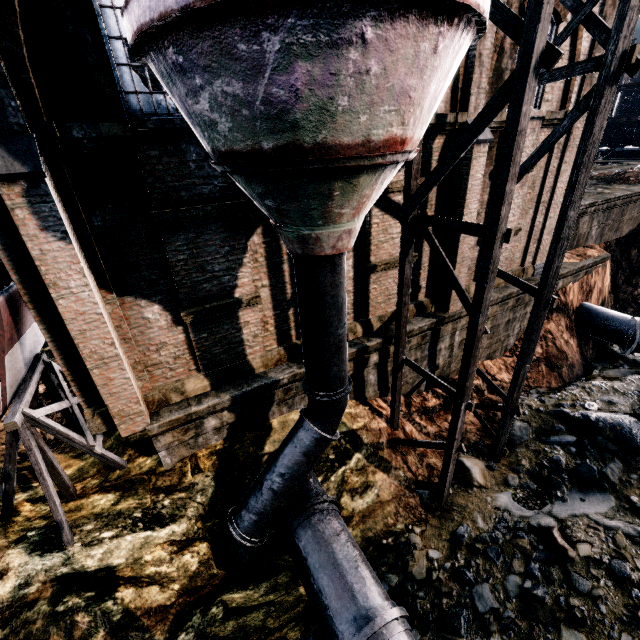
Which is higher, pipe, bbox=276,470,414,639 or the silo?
the silo

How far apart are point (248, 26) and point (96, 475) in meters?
11.3 m

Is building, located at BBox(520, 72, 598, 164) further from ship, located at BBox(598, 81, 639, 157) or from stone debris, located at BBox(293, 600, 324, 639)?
ship, located at BBox(598, 81, 639, 157)

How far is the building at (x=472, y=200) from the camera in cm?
1051

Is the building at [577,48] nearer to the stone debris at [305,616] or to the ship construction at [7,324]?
the ship construction at [7,324]

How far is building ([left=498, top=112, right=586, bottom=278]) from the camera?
13.3m

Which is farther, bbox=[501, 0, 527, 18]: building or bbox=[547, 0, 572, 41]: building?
bbox=[547, 0, 572, 41]: building
